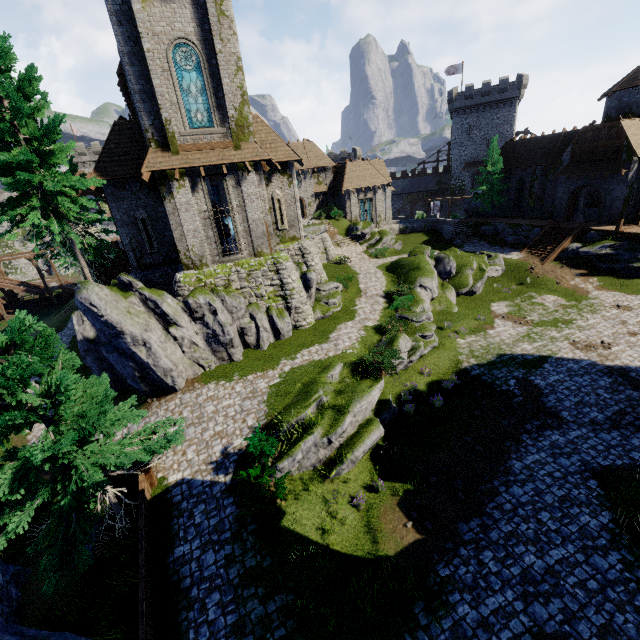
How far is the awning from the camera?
29.4m

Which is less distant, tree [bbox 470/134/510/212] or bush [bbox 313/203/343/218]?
tree [bbox 470/134/510/212]

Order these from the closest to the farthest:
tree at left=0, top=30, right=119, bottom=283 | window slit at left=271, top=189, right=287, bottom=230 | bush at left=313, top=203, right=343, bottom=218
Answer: tree at left=0, top=30, right=119, bottom=283 → window slit at left=271, top=189, right=287, bottom=230 → bush at left=313, top=203, right=343, bottom=218

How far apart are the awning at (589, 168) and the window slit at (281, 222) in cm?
2998

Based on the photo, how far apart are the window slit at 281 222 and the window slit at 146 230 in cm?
797

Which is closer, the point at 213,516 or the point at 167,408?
the point at 213,516

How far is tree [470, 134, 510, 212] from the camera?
40.3 meters

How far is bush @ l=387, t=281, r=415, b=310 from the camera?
23.4m
